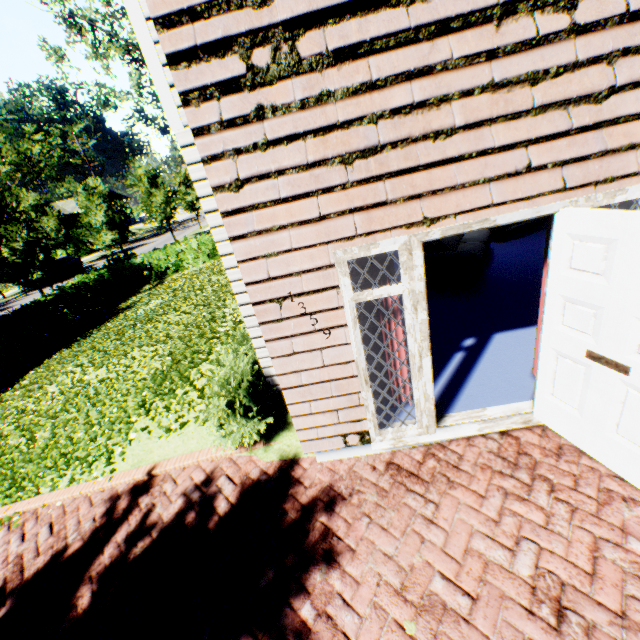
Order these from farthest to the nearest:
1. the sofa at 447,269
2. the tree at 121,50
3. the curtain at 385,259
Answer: the tree at 121,50 → the sofa at 447,269 → the curtain at 385,259

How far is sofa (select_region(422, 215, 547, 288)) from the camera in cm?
620

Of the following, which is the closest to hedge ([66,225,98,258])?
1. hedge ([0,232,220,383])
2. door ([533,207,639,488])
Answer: hedge ([0,232,220,383])

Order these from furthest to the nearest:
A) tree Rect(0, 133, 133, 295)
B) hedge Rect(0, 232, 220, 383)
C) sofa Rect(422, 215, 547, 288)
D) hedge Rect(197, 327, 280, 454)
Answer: tree Rect(0, 133, 133, 295) < hedge Rect(0, 232, 220, 383) < sofa Rect(422, 215, 547, 288) < hedge Rect(197, 327, 280, 454)

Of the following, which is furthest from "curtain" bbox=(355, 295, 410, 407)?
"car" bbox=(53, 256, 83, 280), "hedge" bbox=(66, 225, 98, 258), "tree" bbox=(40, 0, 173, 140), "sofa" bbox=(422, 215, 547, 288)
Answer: "hedge" bbox=(66, 225, 98, 258)

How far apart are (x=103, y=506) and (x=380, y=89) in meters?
5.7

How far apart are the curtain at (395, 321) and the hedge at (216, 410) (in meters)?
1.21

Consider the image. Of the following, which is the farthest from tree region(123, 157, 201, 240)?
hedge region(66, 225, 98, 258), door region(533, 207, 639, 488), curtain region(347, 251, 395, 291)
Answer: door region(533, 207, 639, 488)
